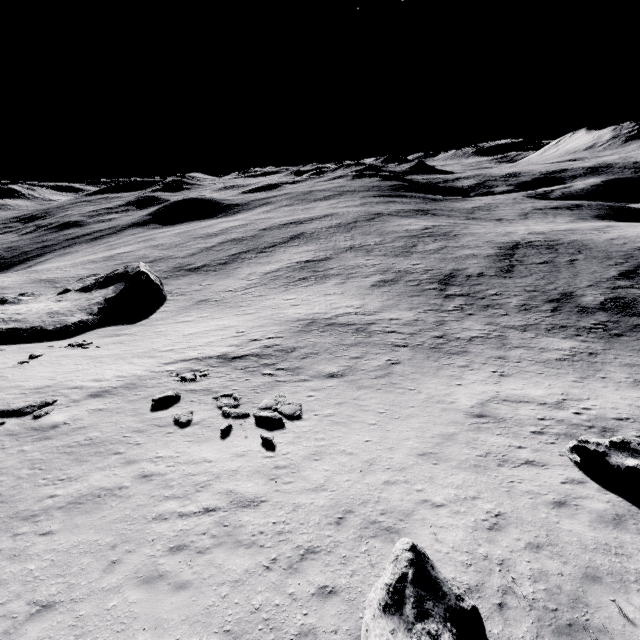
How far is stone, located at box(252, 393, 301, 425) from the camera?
14.4m

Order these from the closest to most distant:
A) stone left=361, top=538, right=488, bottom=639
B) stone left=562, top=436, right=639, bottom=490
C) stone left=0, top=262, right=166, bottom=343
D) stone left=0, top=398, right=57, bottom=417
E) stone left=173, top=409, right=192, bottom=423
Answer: stone left=361, top=538, right=488, bottom=639 → stone left=562, top=436, right=639, bottom=490 → stone left=173, top=409, right=192, bottom=423 → stone left=0, top=398, right=57, bottom=417 → stone left=0, top=262, right=166, bottom=343

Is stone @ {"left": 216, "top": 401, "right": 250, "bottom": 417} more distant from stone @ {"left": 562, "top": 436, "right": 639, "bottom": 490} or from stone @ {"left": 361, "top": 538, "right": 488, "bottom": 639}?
stone @ {"left": 562, "top": 436, "right": 639, "bottom": 490}

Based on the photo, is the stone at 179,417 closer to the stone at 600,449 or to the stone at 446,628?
the stone at 446,628

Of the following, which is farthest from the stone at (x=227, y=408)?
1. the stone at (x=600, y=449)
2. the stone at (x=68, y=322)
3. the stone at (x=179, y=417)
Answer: the stone at (x=68, y=322)

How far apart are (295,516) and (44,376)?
18.9 meters

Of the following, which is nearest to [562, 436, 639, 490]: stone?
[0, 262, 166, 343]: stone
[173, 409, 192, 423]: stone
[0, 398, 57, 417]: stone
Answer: [173, 409, 192, 423]: stone
